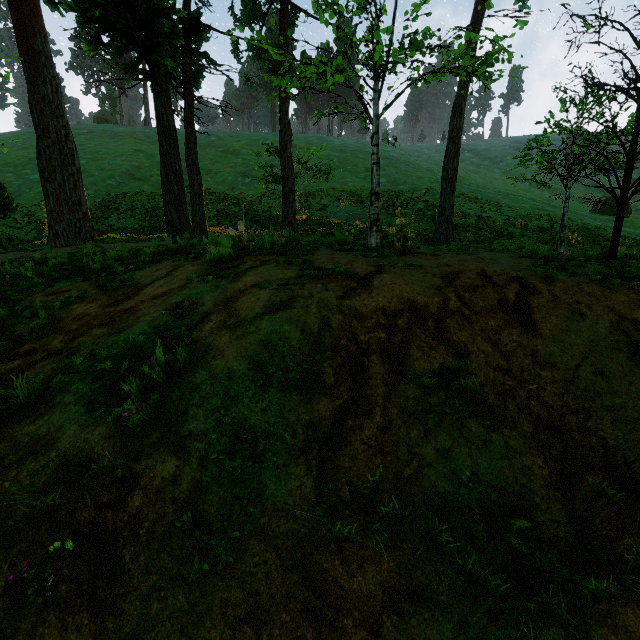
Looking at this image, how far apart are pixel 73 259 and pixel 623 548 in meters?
13.7

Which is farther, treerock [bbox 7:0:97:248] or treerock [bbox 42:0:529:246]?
treerock [bbox 7:0:97:248]

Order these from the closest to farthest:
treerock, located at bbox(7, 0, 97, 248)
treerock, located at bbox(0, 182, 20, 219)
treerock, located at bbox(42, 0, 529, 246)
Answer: treerock, located at bbox(42, 0, 529, 246) → treerock, located at bbox(7, 0, 97, 248) → treerock, located at bbox(0, 182, 20, 219)

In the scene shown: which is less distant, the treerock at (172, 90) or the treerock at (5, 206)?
the treerock at (172, 90)
